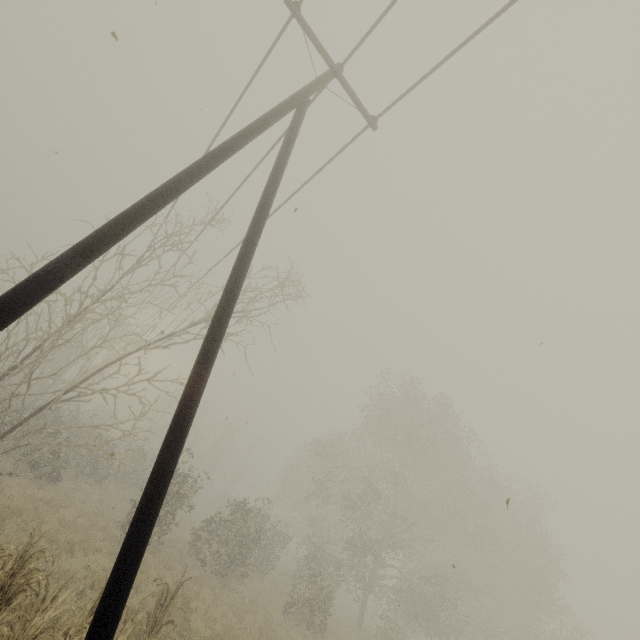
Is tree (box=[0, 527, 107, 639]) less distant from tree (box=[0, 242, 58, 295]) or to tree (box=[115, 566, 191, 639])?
tree (box=[115, 566, 191, 639])

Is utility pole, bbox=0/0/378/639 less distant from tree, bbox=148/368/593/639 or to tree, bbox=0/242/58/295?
tree, bbox=148/368/593/639

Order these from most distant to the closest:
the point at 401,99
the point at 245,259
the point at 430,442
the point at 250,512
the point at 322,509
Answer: the point at 322,509 → the point at 430,442 → the point at 250,512 → the point at 401,99 → the point at 245,259

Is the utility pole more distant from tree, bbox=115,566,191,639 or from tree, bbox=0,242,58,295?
tree, bbox=0,242,58,295

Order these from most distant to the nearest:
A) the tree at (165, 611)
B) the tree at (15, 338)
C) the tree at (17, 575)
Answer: the tree at (15, 338), the tree at (165, 611), the tree at (17, 575)

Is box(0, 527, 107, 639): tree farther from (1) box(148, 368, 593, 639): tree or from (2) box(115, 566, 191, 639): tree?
(1) box(148, 368, 593, 639): tree

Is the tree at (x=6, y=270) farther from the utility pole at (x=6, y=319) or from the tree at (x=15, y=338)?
the utility pole at (x=6, y=319)

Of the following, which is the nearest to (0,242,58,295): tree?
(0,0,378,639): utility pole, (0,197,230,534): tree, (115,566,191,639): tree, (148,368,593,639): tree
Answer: (0,197,230,534): tree
